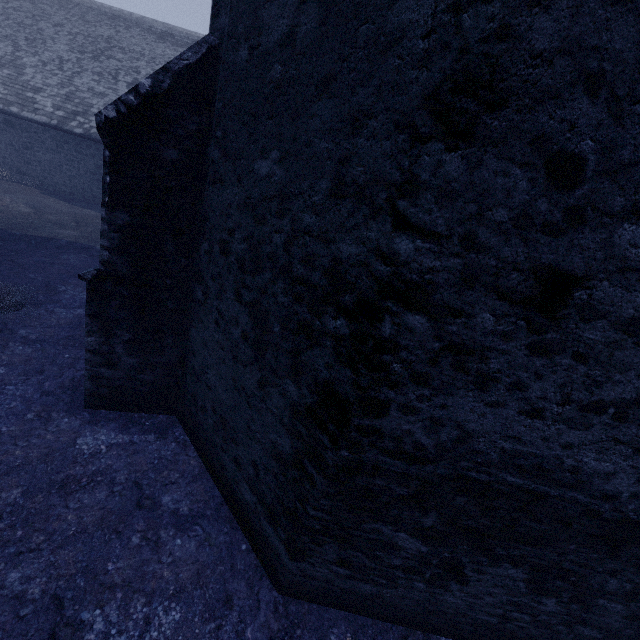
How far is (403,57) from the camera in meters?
1.9
